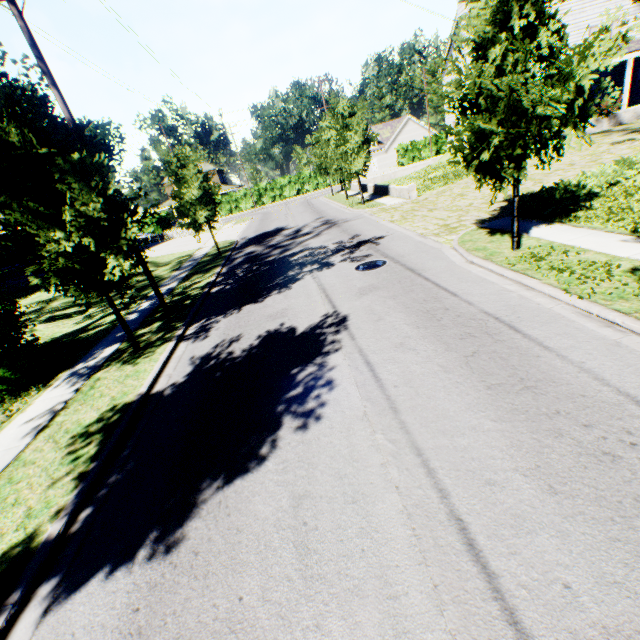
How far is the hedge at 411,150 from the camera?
51.7m

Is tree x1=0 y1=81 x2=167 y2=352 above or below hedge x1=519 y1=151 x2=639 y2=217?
above

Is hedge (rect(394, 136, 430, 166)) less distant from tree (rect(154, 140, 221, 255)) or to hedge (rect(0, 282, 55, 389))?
tree (rect(154, 140, 221, 255))

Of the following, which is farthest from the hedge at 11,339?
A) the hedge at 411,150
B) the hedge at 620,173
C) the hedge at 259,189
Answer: the hedge at 411,150

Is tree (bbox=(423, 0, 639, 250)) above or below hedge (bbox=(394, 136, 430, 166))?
above

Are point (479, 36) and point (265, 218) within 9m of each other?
no

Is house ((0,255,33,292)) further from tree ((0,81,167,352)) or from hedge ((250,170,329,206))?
hedge ((250,170,329,206))
